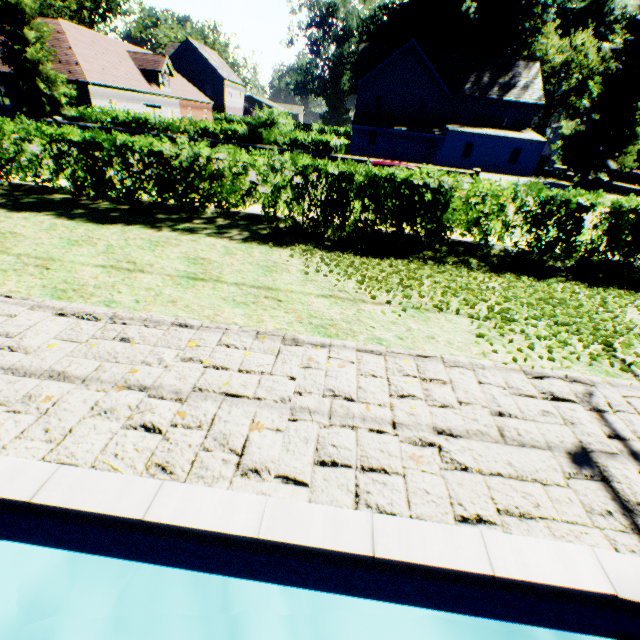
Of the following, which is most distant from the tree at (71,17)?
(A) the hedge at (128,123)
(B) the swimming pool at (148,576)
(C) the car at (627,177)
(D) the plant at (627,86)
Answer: (C) the car at (627,177)

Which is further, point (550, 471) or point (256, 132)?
point (256, 132)

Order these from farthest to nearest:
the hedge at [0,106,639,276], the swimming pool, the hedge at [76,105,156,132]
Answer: the hedge at [76,105,156,132]
the hedge at [0,106,639,276]
the swimming pool

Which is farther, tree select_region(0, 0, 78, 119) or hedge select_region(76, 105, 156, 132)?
hedge select_region(76, 105, 156, 132)

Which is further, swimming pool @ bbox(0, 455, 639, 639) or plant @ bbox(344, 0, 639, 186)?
plant @ bbox(344, 0, 639, 186)

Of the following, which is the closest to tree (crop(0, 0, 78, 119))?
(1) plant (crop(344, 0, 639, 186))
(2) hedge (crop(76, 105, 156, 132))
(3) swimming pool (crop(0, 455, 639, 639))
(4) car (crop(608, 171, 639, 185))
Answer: (2) hedge (crop(76, 105, 156, 132))

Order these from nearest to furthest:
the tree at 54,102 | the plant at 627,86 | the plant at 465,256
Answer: the plant at 465,256
the tree at 54,102
the plant at 627,86

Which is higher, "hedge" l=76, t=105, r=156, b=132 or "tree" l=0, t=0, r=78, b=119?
"tree" l=0, t=0, r=78, b=119
